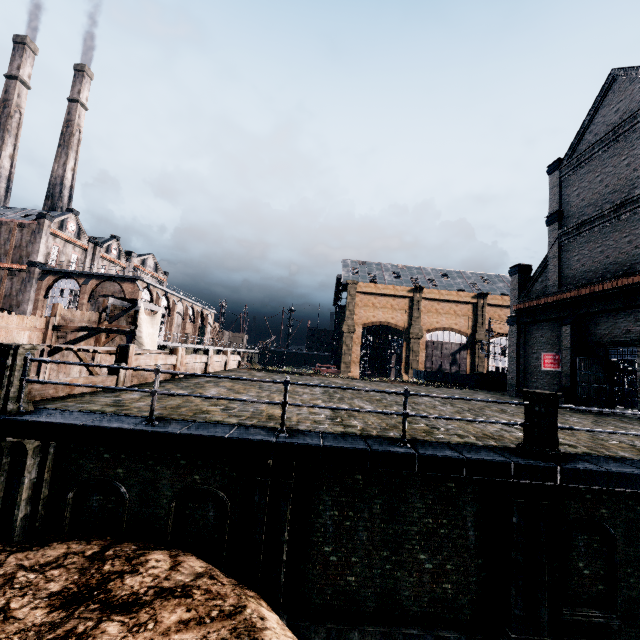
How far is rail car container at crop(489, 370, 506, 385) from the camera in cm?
3350

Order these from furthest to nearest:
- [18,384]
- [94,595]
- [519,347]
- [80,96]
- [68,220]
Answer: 1. [80,96]
2. [68,220]
3. [519,347]
4. [18,384]
5. [94,595]

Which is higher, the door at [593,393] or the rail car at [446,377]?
the door at [593,393]

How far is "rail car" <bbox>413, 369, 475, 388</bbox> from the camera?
46.8 meters

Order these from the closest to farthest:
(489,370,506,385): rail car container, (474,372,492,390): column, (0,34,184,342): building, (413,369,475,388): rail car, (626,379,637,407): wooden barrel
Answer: (626,379,637,407): wooden barrel < (474,372,492,390): column < (489,370,506,385): rail car container < (0,34,184,342): building < (413,369,475,388): rail car

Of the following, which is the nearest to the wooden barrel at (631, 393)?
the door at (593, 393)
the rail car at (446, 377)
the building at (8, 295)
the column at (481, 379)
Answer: the column at (481, 379)

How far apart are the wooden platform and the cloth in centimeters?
1cm

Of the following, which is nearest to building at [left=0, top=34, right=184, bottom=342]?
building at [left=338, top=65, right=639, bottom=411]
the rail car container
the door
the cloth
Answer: the cloth
